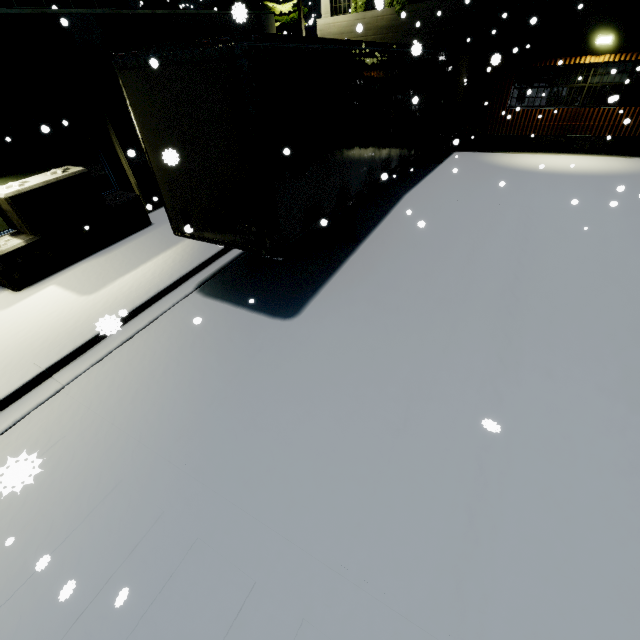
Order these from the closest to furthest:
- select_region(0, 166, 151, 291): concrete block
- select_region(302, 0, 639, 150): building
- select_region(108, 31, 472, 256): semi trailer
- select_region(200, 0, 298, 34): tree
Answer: select_region(108, 31, 472, 256): semi trailer, select_region(0, 166, 151, 291): concrete block, select_region(302, 0, 639, 150): building, select_region(200, 0, 298, 34): tree

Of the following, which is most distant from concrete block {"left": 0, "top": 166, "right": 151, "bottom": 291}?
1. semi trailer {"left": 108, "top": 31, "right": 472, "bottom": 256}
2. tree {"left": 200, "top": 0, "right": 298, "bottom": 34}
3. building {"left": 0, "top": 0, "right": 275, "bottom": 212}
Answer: tree {"left": 200, "top": 0, "right": 298, "bottom": 34}

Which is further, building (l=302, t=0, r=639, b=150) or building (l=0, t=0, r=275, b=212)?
building (l=302, t=0, r=639, b=150)

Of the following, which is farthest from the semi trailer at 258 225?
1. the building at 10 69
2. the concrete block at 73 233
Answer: the concrete block at 73 233

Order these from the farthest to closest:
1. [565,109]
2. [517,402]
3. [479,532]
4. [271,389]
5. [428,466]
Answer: [565,109], [271,389], [517,402], [428,466], [479,532]

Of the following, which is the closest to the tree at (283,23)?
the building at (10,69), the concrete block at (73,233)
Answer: the building at (10,69)

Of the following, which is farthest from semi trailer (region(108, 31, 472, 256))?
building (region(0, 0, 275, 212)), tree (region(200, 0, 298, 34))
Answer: tree (region(200, 0, 298, 34))

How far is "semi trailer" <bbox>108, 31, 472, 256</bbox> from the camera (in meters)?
4.22
